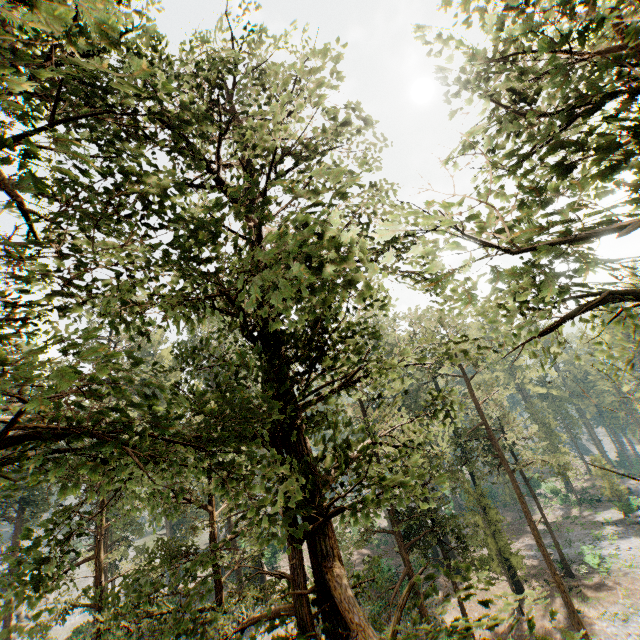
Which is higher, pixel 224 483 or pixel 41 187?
pixel 41 187

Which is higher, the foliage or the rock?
the foliage

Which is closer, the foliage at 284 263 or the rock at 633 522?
the foliage at 284 263

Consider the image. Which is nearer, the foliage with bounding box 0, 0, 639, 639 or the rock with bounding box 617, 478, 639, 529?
the foliage with bounding box 0, 0, 639, 639

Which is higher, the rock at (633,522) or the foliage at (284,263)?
the foliage at (284,263)
